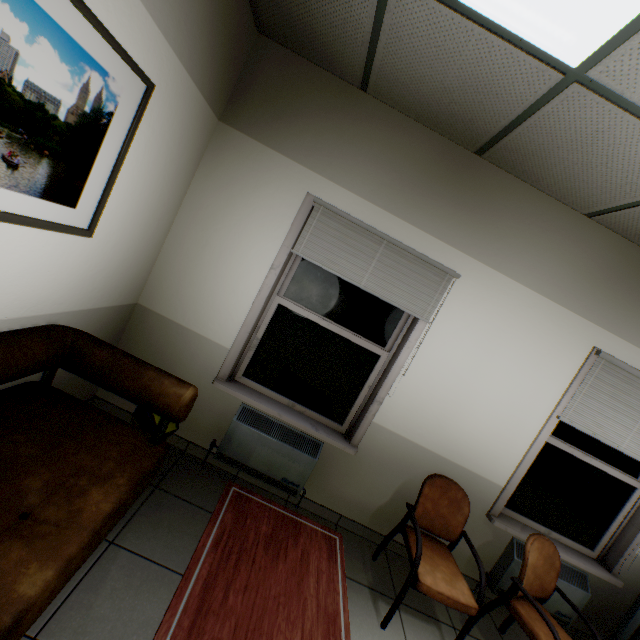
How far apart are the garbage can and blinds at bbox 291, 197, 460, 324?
1.5 meters

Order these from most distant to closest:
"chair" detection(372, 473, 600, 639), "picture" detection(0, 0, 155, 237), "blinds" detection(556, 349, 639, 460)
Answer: "blinds" detection(556, 349, 639, 460)
"chair" detection(372, 473, 600, 639)
"picture" detection(0, 0, 155, 237)

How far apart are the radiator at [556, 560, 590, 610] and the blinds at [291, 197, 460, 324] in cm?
213

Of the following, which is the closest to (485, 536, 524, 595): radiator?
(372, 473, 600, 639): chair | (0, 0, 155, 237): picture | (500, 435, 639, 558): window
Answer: (500, 435, 639, 558): window

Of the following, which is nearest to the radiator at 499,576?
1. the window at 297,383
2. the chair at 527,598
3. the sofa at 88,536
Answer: the chair at 527,598

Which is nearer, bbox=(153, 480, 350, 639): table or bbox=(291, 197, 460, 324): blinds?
bbox=(153, 480, 350, 639): table

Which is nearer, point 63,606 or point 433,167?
point 63,606

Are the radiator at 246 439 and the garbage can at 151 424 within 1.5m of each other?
yes
